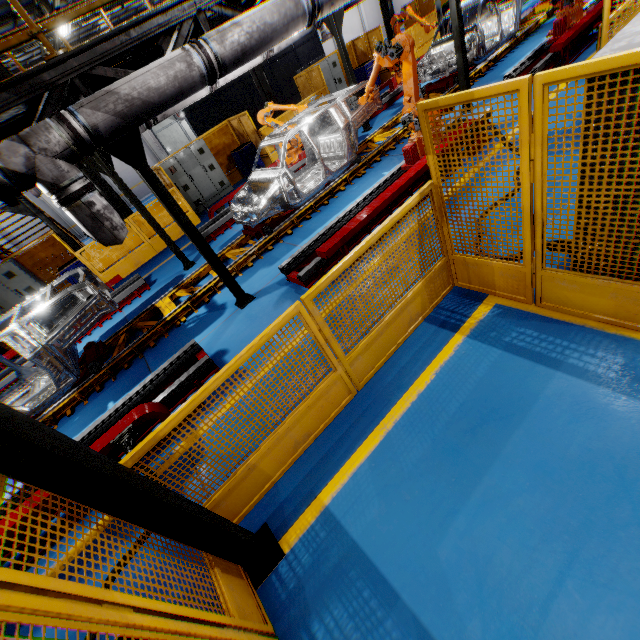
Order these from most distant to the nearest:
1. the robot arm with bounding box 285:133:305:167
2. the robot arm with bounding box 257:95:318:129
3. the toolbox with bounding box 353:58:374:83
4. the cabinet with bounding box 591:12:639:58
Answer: the toolbox with bounding box 353:58:374:83 < the robot arm with bounding box 285:133:305:167 < the robot arm with bounding box 257:95:318:129 < the cabinet with bounding box 591:12:639:58

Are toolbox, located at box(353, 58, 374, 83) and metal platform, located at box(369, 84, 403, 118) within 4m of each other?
yes

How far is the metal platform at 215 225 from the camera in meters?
10.0

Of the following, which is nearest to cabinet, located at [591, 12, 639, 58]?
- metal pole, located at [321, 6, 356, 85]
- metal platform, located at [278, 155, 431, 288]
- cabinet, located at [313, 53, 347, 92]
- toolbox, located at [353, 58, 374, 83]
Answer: metal platform, located at [278, 155, 431, 288]

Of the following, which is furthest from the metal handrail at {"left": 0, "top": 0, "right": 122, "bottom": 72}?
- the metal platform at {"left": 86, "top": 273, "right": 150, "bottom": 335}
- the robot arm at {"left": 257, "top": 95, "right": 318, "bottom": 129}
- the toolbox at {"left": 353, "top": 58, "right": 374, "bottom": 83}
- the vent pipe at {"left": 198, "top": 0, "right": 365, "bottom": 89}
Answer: the toolbox at {"left": 353, "top": 58, "right": 374, "bottom": 83}

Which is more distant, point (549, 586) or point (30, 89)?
point (30, 89)

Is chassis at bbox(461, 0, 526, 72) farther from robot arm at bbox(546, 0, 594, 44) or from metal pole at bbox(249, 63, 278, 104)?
metal pole at bbox(249, 63, 278, 104)

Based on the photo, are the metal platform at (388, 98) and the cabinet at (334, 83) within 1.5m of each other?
no
